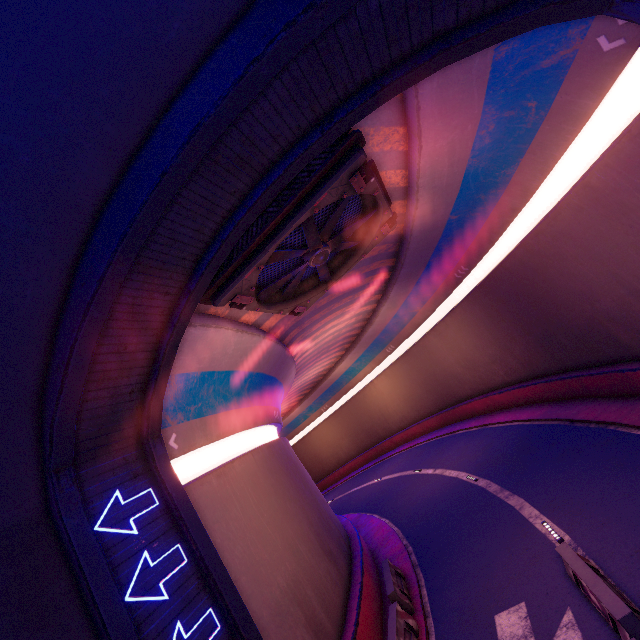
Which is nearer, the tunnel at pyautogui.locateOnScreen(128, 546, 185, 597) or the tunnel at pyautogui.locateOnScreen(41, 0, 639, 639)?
the tunnel at pyautogui.locateOnScreen(41, 0, 639, 639)

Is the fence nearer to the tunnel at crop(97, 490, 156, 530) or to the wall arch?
the tunnel at crop(97, 490, 156, 530)

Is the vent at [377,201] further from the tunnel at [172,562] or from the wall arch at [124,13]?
the wall arch at [124,13]

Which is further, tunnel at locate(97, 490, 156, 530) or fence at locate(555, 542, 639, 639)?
tunnel at locate(97, 490, 156, 530)

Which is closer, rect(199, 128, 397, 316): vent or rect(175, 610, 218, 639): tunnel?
rect(175, 610, 218, 639): tunnel

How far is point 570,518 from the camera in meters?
9.9 m

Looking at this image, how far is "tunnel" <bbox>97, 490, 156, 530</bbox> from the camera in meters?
6.6

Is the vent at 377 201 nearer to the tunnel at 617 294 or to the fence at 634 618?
the tunnel at 617 294
